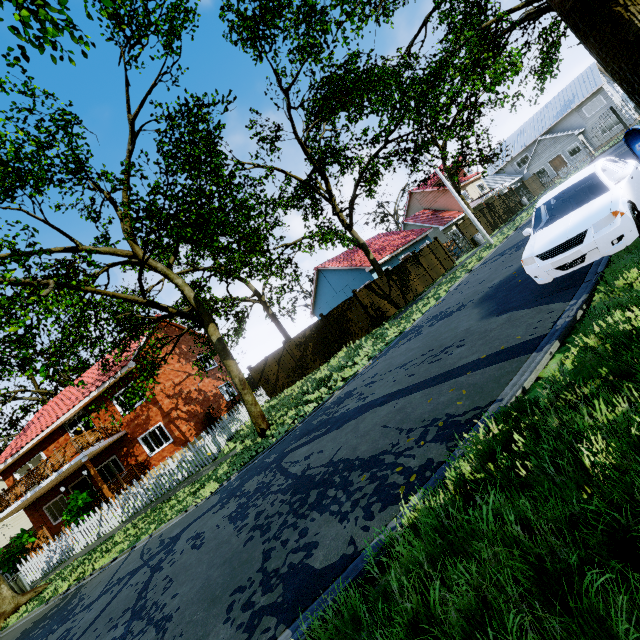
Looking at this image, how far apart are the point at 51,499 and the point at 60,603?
17.2 meters

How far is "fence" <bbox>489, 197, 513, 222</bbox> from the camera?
30.7 meters

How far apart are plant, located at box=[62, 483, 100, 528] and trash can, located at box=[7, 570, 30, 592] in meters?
3.0 m

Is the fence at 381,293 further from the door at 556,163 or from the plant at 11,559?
the door at 556,163

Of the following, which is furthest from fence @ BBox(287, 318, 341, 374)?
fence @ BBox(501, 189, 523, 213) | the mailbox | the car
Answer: the car

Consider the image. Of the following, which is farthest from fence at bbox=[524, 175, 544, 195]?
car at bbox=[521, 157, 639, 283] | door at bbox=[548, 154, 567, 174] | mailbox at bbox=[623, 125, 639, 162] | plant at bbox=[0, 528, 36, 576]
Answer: door at bbox=[548, 154, 567, 174]

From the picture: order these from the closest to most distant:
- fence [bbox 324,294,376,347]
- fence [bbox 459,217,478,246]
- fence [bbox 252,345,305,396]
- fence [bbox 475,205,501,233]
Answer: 1. fence [bbox 324,294,376,347]
2. fence [bbox 252,345,305,396]
3. fence [bbox 459,217,478,246]
4. fence [bbox 475,205,501,233]

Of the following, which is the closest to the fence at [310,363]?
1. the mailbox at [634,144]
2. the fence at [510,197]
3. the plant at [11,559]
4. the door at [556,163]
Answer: the fence at [510,197]
